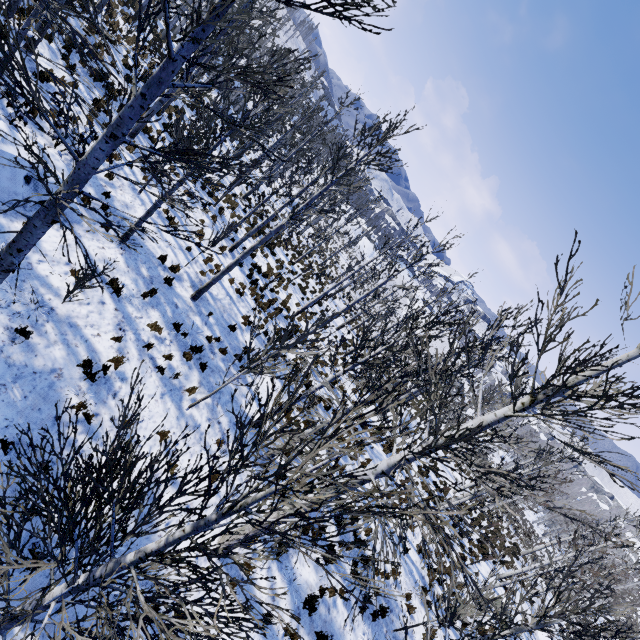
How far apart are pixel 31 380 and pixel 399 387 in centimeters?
2781cm

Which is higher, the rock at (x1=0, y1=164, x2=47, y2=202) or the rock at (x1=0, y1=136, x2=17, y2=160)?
the rock at (x1=0, y1=136, x2=17, y2=160)

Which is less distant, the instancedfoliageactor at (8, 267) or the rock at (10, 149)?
the instancedfoliageactor at (8, 267)

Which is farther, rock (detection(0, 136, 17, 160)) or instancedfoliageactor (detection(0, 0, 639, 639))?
rock (detection(0, 136, 17, 160))

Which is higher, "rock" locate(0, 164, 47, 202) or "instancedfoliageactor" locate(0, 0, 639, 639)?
"instancedfoliageactor" locate(0, 0, 639, 639)
